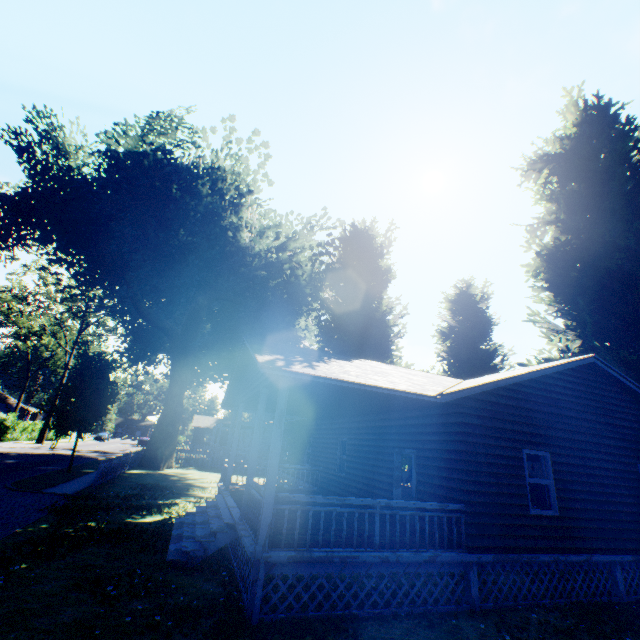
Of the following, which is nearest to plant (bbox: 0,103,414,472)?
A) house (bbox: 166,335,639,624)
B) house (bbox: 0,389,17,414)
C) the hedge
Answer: house (bbox: 166,335,639,624)

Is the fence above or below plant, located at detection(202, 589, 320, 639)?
above

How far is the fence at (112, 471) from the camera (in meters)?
16.12

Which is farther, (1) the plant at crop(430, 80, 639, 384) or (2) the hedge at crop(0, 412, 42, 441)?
(2) the hedge at crop(0, 412, 42, 441)

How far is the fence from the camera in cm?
1612

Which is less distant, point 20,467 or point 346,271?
point 20,467

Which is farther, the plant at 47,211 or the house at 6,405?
the house at 6,405

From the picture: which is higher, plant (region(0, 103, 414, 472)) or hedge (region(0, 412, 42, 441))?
plant (region(0, 103, 414, 472))
